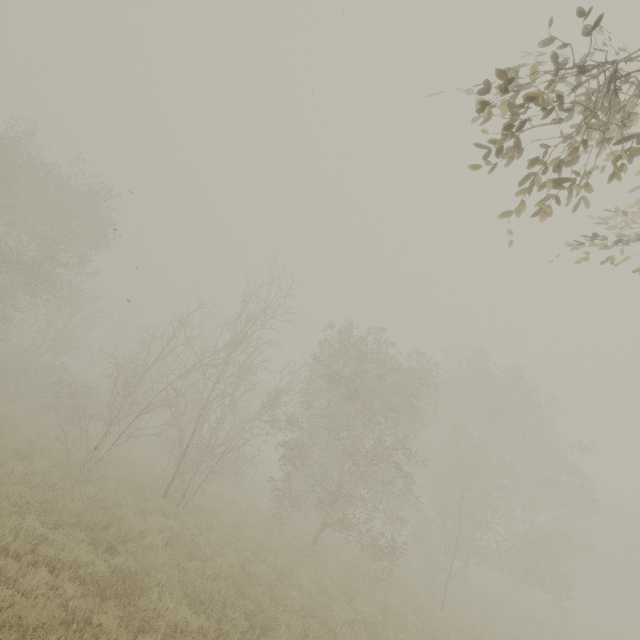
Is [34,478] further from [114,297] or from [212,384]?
[212,384]
